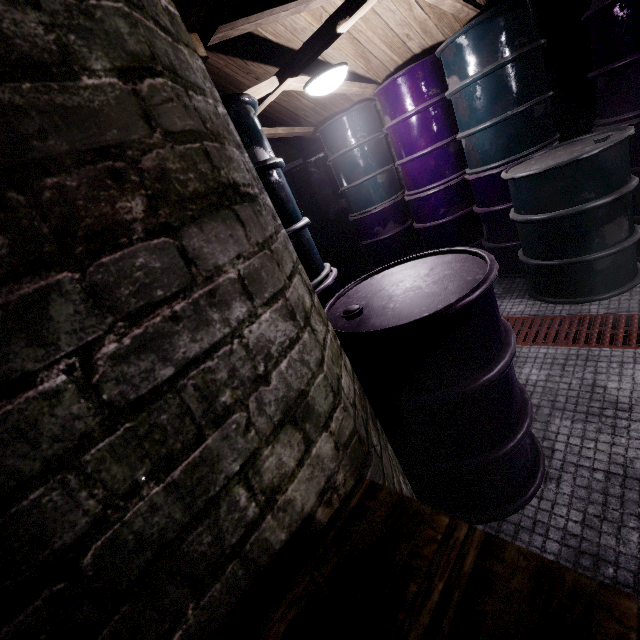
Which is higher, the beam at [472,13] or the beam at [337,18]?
the beam at [337,18]

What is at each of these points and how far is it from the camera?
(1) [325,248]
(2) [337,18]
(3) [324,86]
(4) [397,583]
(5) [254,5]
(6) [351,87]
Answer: (1) door, 4.94m
(2) beam, 1.95m
(3) light, 2.17m
(4) pallet, 0.43m
(5) beam, 1.08m
(6) beam, 2.99m

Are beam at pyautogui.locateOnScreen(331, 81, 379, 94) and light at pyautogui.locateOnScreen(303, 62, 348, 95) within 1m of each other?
yes

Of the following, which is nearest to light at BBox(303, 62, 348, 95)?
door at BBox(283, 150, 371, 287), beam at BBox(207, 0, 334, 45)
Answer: beam at BBox(207, 0, 334, 45)

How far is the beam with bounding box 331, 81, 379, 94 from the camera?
2.94m

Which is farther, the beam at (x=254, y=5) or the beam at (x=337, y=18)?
the beam at (x=337, y=18)

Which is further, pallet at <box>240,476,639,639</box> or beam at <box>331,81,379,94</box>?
beam at <box>331,81,379,94</box>

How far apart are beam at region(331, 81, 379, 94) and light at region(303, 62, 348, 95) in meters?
0.1
